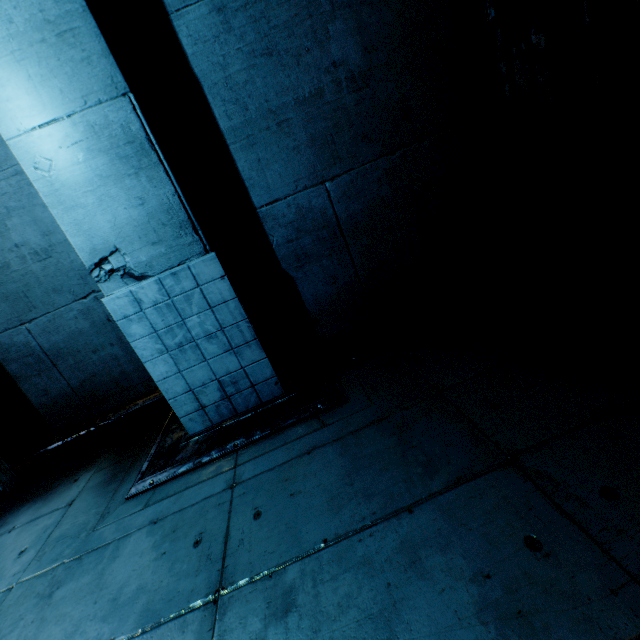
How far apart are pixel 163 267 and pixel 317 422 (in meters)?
2.18
